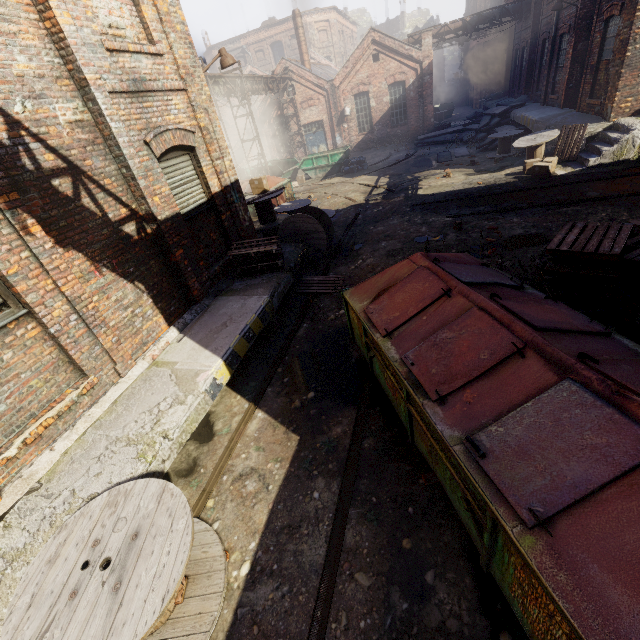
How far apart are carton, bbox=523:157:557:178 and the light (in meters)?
10.53

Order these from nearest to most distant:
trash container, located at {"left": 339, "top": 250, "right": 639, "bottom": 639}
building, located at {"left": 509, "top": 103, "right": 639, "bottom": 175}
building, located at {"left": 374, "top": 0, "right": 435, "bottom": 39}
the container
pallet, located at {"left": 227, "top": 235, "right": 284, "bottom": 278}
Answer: trash container, located at {"left": 339, "top": 250, "right": 639, "bottom": 639}, pallet, located at {"left": 227, "top": 235, "right": 284, "bottom": 278}, building, located at {"left": 509, "top": 103, "right": 639, "bottom": 175}, the container, building, located at {"left": 374, "top": 0, "right": 435, "bottom": 39}

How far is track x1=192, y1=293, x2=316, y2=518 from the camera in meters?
4.2 m

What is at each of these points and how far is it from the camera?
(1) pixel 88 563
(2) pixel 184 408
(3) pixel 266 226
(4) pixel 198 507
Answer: (1) spool, 2.9 meters
(2) building, 4.6 meters
(3) spool, 10.7 meters
(4) track, 4.1 meters

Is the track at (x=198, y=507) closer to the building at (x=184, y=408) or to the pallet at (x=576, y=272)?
the building at (x=184, y=408)

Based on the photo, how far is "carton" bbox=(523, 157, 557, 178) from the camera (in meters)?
11.43

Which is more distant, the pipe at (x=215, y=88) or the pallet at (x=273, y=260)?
the pipe at (x=215, y=88)

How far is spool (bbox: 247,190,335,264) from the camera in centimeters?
927cm
